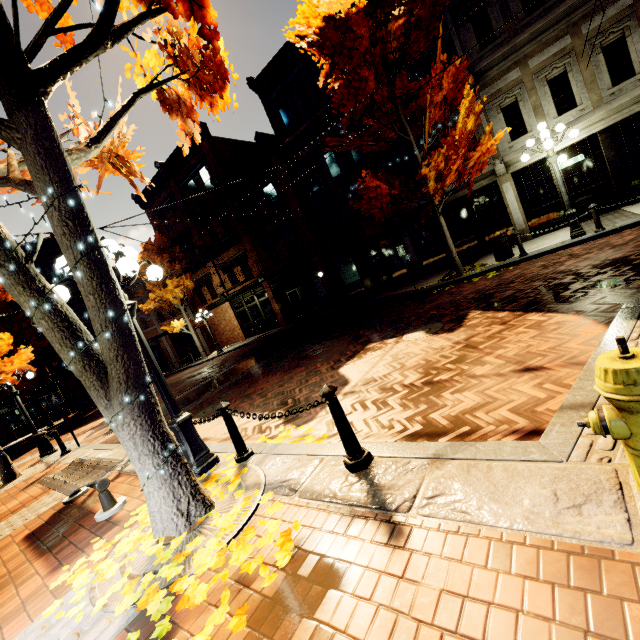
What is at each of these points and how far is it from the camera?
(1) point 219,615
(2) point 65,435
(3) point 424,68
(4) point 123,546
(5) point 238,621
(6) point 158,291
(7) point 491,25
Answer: (1) leaves, 2.2 meters
(2) z, 16.6 meters
(3) building, 14.3 meters
(4) leaves, 3.5 meters
(5) leaves, 2.1 meters
(6) tree, 23.7 meters
(7) building, 12.5 meters

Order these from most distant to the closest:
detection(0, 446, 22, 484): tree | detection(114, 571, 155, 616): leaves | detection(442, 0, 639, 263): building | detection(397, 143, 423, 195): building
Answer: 1. detection(397, 143, 423, 195): building
2. detection(442, 0, 639, 263): building
3. detection(0, 446, 22, 484): tree
4. detection(114, 571, 155, 616): leaves

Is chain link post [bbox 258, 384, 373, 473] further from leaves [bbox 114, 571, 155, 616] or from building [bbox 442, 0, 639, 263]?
building [bbox 442, 0, 639, 263]

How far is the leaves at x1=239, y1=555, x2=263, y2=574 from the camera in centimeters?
246cm

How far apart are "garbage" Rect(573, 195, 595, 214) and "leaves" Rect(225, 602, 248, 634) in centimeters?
1492cm

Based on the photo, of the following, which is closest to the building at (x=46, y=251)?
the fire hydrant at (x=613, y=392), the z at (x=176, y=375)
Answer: the z at (x=176, y=375)

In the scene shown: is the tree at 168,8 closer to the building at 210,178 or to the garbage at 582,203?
the building at 210,178

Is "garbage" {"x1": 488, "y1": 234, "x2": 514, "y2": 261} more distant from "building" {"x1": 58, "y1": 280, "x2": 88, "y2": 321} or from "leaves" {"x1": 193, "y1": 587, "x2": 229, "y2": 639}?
"leaves" {"x1": 193, "y1": 587, "x2": 229, "y2": 639}
